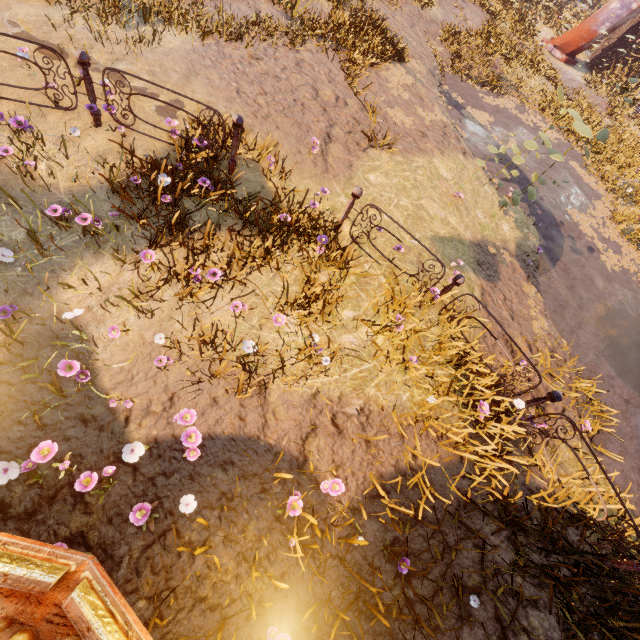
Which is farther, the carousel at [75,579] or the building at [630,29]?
the building at [630,29]

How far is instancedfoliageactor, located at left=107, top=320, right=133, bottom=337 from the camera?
3.5 meters

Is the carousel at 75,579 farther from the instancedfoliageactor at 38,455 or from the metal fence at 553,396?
the metal fence at 553,396

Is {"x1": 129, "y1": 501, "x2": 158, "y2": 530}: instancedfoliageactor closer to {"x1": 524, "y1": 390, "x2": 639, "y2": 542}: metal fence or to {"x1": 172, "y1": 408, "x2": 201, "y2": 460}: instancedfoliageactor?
{"x1": 172, "y1": 408, "x2": 201, "y2": 460}: instancedfoliageactor

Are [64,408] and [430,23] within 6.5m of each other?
no
